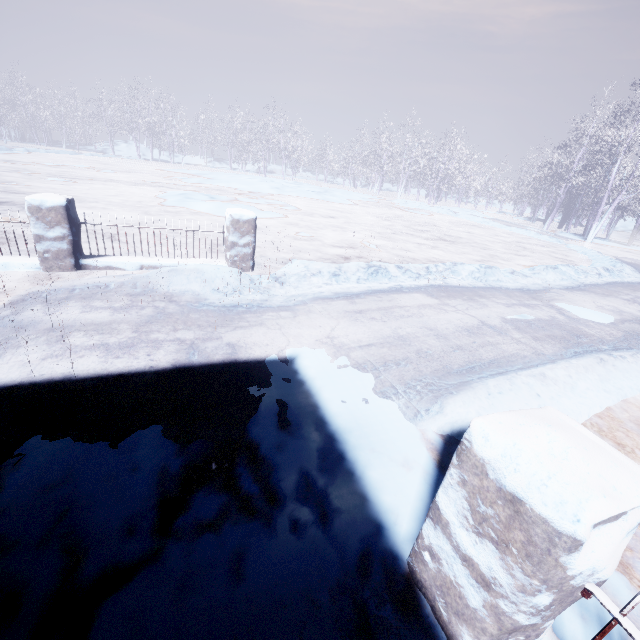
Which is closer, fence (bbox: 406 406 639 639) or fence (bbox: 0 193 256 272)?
fence (bbox: 406 406 639 639)

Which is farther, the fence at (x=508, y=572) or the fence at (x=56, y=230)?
the fence at (x=56, y=230)

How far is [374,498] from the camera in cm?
179
